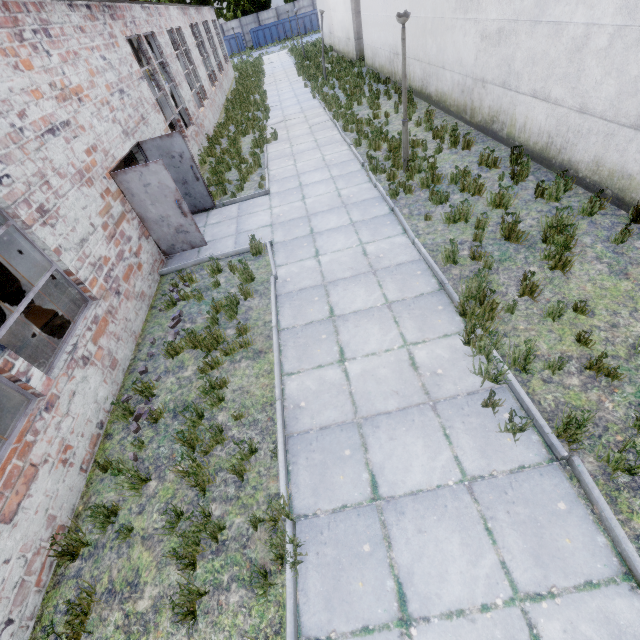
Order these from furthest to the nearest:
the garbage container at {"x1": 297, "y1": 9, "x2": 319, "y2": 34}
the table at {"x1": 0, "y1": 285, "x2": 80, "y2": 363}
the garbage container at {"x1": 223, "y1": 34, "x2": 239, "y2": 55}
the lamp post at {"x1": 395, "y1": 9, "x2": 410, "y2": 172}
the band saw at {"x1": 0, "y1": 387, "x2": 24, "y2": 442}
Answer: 1. the garbage container at {"x1": 223, "y1": 34, "x2": 239, "y2": 55}
2. the garbage container at {"x1": 297, "y1": 9, "x2": 319, "y2": 34}
3. the lamp post at {"x1": 395, "y1": 9, "x2": 410, "y2": 172}
4. the table at {"x1": 0, "y1": 285, "x2": 80, "y2": 363}
5. the band saw at {"x1": 0, "y1": 387, "x2": 24, "y2": 442}

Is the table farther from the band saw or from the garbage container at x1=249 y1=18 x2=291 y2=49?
the garbage container at x1=249 y1=18 x2=291 y2=49

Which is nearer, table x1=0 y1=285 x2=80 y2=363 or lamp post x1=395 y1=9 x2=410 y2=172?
table x1=0 y1=285 x2=80 y2=363

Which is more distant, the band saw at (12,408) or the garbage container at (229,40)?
the garbage container at (229,40)

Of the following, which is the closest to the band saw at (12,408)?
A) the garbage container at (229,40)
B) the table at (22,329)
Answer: the table at (22,329)

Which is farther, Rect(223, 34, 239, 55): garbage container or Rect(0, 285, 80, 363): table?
Rect(223, 34, 239, 55): garbage container

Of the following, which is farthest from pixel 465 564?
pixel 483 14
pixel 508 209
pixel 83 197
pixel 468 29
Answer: pixel 468 29

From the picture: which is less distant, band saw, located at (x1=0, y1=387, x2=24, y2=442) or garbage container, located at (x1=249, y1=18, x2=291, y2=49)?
band saw, located at (x1=0, y1=387, x2=24, y2=442)
